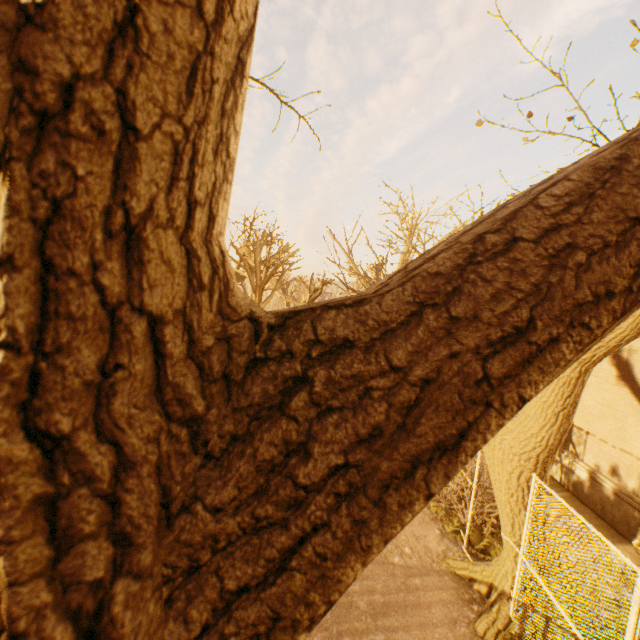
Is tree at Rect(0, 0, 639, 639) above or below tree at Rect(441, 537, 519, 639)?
above

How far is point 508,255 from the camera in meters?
0.7

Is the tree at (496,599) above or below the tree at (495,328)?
below

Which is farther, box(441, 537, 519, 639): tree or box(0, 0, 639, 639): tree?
box(441, 537, 519, 639): tree

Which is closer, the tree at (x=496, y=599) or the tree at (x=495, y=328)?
the tree at (x=495, y=328)
